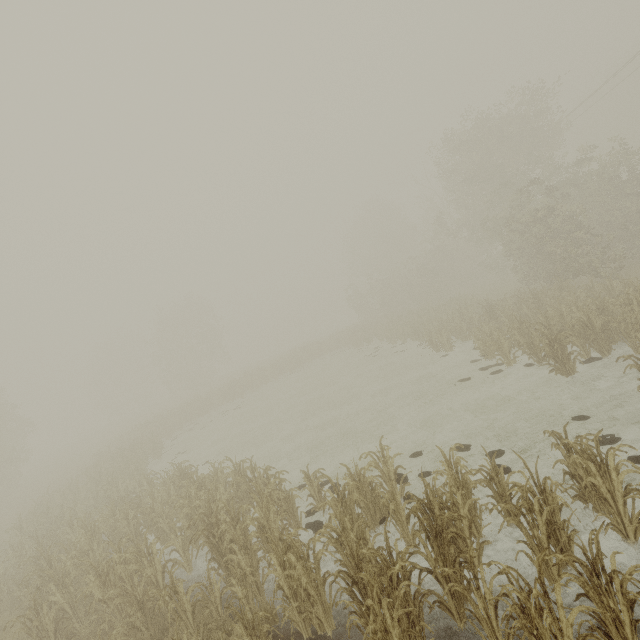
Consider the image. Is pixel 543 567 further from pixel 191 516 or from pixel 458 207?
pixel 458 207
